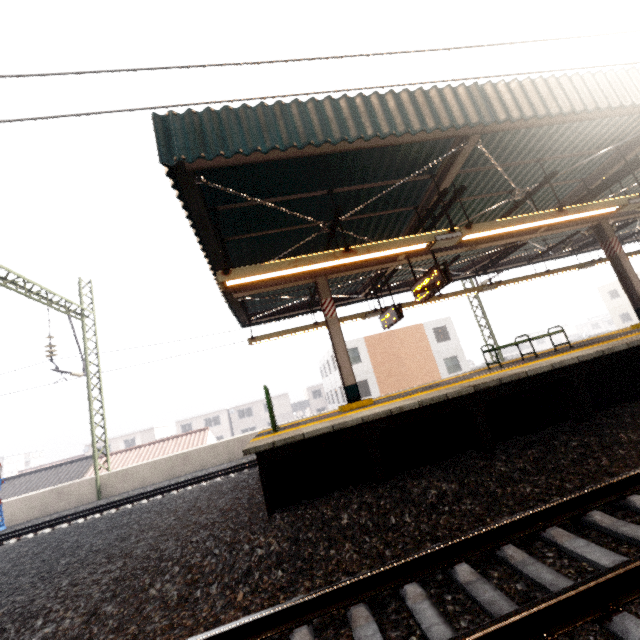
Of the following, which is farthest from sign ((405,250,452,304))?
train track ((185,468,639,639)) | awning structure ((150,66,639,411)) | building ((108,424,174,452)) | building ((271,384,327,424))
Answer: building ((108,424,174,452))

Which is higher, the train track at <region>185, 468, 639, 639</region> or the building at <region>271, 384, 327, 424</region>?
the building at <region>271, 384, 327, 424</region>

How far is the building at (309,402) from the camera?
51.0m

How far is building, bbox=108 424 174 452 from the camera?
46.4 meters

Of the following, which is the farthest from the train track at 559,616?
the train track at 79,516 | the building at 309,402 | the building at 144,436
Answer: the building at 309,402

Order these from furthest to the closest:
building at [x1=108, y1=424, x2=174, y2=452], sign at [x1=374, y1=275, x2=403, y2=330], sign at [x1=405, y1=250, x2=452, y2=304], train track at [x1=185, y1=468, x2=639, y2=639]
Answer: building at [x1=108, y1=424, x2=174, y2=452] < sign at [x1=374, y1=275, x2=403, y2=330] < sign at [x1=405, y1=250, x2=452, y2=304] < train track at [x1=185, y1=468, x2=639, y2=639]

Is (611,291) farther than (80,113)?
Yes

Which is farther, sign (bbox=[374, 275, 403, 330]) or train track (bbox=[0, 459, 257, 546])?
train track (bbox=[0, 459, 257, 546])
